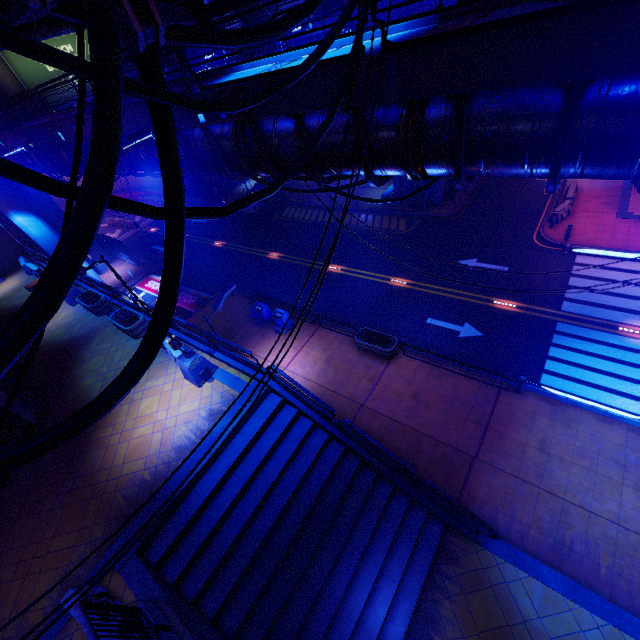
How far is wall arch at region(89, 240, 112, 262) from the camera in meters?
32.1 m

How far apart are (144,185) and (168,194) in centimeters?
5142cm

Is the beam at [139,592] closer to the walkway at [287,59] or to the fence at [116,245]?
the walkway at [287,59]

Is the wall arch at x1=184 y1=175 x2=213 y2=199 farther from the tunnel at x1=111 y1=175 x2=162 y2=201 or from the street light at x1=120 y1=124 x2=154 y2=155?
the street light at x1=120 y1=124 x2=154 y2=155

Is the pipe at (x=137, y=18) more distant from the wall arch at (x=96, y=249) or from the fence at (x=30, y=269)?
the fence at (x=30, y=269)

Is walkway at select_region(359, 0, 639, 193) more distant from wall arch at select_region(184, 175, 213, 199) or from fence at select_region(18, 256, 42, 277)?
fence at select_region(18, 256, 42, 277)

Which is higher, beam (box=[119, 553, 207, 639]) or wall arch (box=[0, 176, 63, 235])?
wall arch (box=[0, 176, 63, 235])

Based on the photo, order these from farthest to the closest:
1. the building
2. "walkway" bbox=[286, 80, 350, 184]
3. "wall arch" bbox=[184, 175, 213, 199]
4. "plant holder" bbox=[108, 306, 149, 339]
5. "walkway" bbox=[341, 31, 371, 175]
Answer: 1. "wall arch" bbox=[184, 175, 213, 199]
2. the building
3. "plant holder" bbox=[108, 306, 149, 339]
4. "walkway" bbox=[286, 80, 350, 184]
5. "walkway" bbox=[341, 31, 371, 175]
